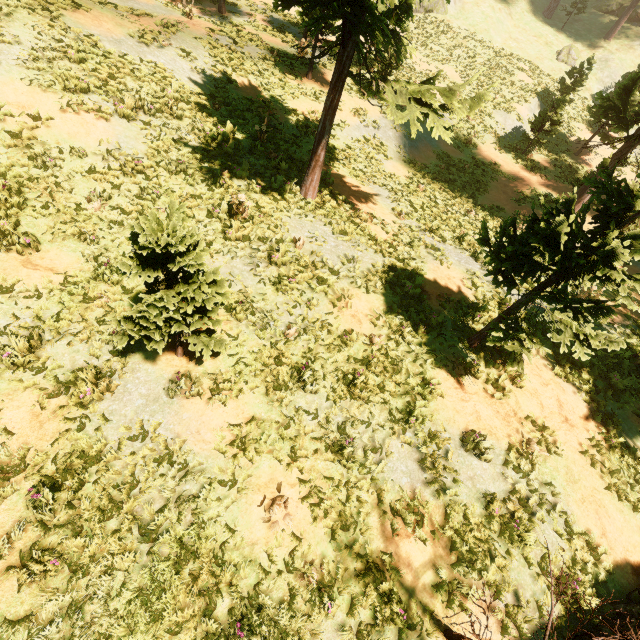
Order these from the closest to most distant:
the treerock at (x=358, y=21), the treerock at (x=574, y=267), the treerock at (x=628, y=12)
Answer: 1. the treerock at (x=574, y=267)
2. the treerock at (x=358, y=21)
3. the treerock at (x=628, y=12)

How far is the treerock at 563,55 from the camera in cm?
1989

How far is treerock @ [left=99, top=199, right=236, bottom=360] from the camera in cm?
418

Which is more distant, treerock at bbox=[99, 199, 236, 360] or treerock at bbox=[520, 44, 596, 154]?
treerock at bbox=[520, 44, 596, 154]

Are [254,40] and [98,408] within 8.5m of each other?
no
